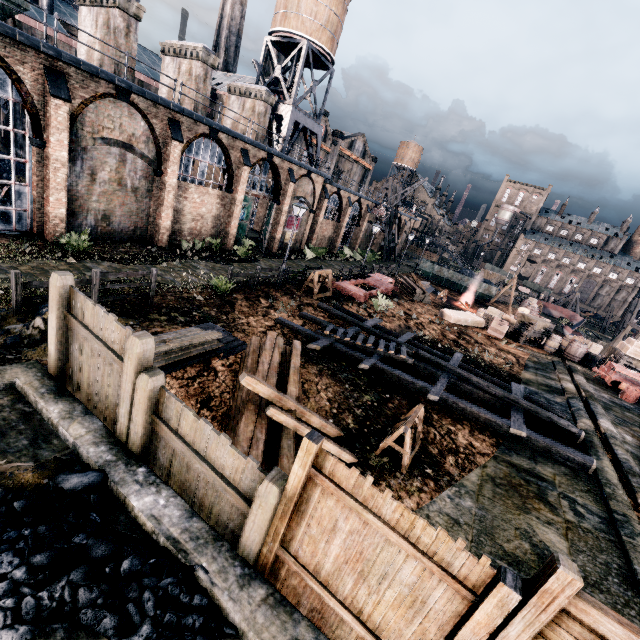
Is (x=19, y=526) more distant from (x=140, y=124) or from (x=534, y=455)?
(x=140, y=124)

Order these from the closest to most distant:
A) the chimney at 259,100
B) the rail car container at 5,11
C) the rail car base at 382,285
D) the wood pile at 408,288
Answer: the rail car container at 5,11
the rail car base at 382,285
the chimney at 259,100
the wood pile at 408,288

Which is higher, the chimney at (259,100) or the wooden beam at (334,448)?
the chimney at (259,100)

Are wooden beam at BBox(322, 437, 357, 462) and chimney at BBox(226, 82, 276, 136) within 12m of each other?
no

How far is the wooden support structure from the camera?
8.32m

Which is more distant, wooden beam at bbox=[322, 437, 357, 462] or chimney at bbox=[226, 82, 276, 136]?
chimney at bbox=[226, 82, 276, 136]

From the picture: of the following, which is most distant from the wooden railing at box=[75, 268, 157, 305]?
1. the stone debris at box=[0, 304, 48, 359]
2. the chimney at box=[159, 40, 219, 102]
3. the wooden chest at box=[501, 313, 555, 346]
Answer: the wooden chest at box=[501, 313, 555, 346]

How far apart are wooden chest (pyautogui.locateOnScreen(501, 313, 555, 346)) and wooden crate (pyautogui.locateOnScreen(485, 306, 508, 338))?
0.2 meters
